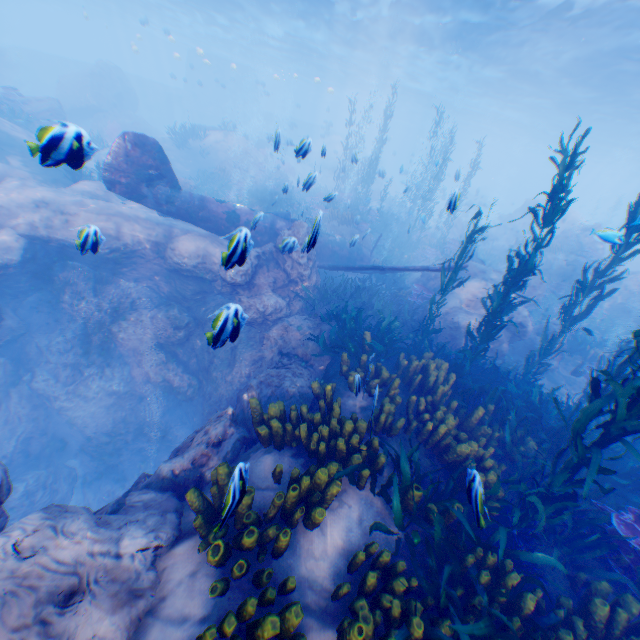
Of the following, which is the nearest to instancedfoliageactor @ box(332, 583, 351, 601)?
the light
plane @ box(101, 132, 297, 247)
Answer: plane @ box(101, 132, 297, 247)

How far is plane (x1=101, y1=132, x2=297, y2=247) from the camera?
8.77m

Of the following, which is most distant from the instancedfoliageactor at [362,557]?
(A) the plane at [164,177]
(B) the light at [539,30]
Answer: (B) the light at [539,30]

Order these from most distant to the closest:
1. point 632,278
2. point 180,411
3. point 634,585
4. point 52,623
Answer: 1. point 632,278
2. point 180,411
3. point 634,585
4. point 52,623

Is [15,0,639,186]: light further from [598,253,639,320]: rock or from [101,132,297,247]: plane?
[101,132,297,247]: plane

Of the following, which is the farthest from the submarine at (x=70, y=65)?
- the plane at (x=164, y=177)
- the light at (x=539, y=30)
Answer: the plane at (x=164, y=177)

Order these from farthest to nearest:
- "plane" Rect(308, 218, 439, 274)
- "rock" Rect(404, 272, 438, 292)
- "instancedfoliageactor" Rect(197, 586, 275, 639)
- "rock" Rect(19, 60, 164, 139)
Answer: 1. "rock" Rect(19, 60, 164, 139)
2. "rock" Rect(404, 272, 438, 292)
3. "plane" Rect(308, 218, 439, 274)
4. "instancedfoliageactor" Rect(197, 586, 275, 639)

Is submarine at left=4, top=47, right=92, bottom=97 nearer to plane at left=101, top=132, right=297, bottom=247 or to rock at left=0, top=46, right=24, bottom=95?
rock at left=0, top=46, right=24, bottom=95
